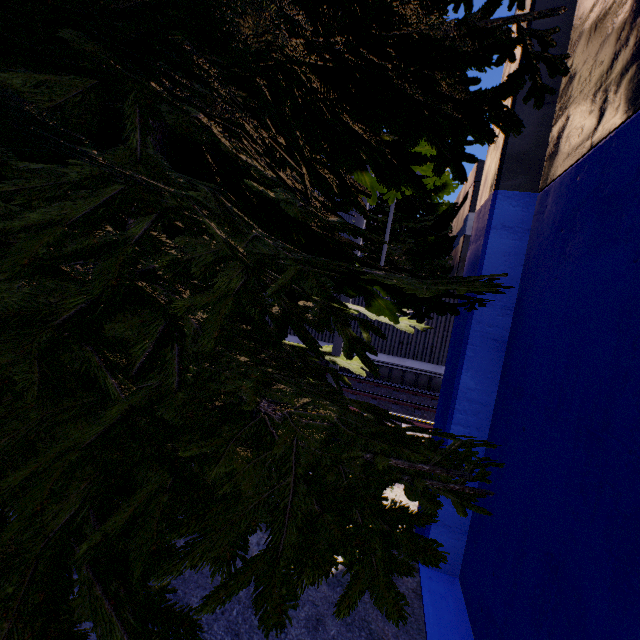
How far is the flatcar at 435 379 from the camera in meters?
11.1

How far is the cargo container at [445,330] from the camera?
11.1 meters

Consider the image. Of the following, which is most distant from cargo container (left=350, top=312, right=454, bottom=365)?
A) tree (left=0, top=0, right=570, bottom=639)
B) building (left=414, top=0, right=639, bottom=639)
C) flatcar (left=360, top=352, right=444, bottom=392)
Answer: tree (left=0, top=0, right=570, bottom=639)

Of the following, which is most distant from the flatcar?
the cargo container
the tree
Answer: the tree

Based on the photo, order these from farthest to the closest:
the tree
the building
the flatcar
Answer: the flatcar, the building, the tree

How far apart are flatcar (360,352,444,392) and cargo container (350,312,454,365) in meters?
0.0

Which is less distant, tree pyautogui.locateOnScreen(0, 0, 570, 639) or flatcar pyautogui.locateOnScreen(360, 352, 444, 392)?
tree pyautogui.locateOnScreen(0, 0, 570, 639)

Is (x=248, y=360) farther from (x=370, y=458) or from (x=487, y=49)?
(x=487, y=49)
